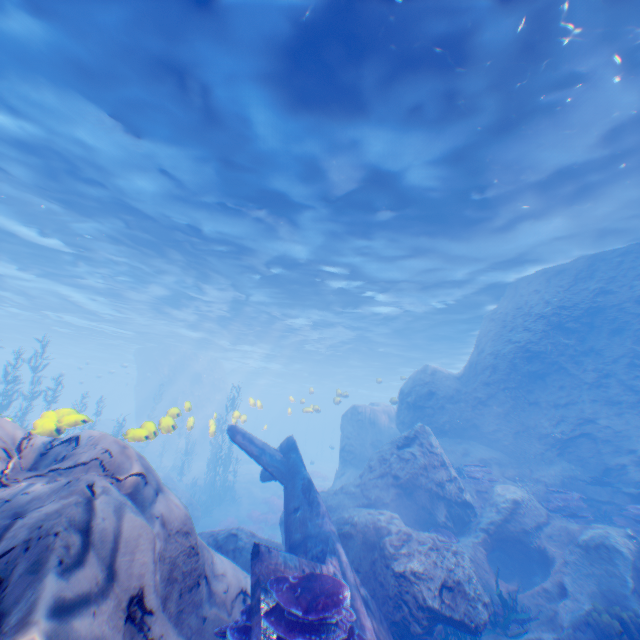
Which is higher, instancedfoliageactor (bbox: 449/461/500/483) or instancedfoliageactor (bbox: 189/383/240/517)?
instancedfoliageactor (bbox: 449/461/500/483)

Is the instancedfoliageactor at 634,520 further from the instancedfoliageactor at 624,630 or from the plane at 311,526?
the plane at 311,526

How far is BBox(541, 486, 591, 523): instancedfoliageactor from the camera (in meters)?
10.29

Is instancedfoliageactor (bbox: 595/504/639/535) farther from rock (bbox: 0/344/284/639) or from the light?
the light

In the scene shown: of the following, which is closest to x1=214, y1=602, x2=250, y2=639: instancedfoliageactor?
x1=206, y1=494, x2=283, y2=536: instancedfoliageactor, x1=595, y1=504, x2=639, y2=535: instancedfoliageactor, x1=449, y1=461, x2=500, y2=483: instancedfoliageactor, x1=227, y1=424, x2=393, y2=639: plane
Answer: x1=227, y1=424, x2=393, y2=639: plane

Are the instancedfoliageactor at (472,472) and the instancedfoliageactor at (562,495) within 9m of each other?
yes

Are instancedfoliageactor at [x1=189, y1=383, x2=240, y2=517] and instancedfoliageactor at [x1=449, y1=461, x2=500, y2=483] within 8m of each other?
no

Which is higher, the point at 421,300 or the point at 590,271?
the point at 421,300
